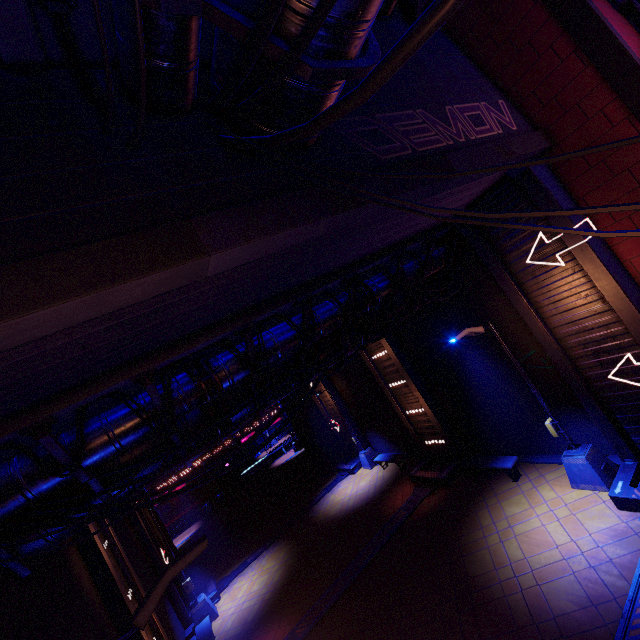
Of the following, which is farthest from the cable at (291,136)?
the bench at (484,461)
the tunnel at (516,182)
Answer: the bench at (484,461)

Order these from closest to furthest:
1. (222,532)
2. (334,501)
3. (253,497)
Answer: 1. (334,501)
2. (222,532)
3. (253,497)

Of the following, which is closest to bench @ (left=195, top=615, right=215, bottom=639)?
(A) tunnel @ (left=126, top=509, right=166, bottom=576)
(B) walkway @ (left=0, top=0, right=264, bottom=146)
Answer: (A) tunnel @ (left=126, top=509, right=166, bottom=576)

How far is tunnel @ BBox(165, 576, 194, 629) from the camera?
15.49m

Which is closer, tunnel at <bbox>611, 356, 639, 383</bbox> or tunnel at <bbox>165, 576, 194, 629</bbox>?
tunnel at <bbox>611, 356, 639, 383</bbox>

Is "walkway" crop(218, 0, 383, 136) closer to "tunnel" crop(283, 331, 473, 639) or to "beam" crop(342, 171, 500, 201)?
"beam" crop(342, 171, 500, 201)

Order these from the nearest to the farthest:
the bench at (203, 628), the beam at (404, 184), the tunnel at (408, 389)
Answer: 1. the beam at (404, 184)
2. the tunnel at (408, 389)
3. the bench at (203, 628)

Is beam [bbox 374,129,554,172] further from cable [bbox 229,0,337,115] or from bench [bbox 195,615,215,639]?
bench [bbox 195,615,215,639]
